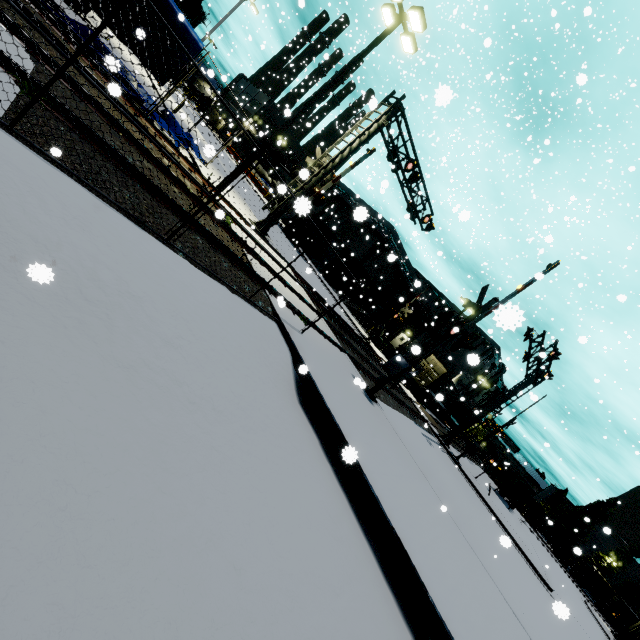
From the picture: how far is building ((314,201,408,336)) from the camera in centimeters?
4088cm

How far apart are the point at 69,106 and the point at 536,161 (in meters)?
9.83

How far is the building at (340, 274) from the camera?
41.0 meters

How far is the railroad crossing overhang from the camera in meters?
14.7 m

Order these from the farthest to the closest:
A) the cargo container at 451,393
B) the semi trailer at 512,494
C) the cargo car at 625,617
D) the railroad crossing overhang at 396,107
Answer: the cargo car at 625,617 < the semi trailer at 512,494 < the cargo container at 451,393 < the railroad crossing overhang at 396,107

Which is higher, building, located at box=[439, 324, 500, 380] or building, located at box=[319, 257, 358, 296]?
building, located at box=[439, 324, 500, 380]

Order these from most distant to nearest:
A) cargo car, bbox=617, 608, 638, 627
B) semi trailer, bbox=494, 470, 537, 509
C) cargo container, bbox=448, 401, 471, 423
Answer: cargo car, bbox=617, 608, 638, 627 < cargo container, bbox=448, 401, 471, 423 < semi trailer, bbox=494, 470, 537, 509

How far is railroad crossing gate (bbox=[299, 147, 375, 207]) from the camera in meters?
17.2 m
